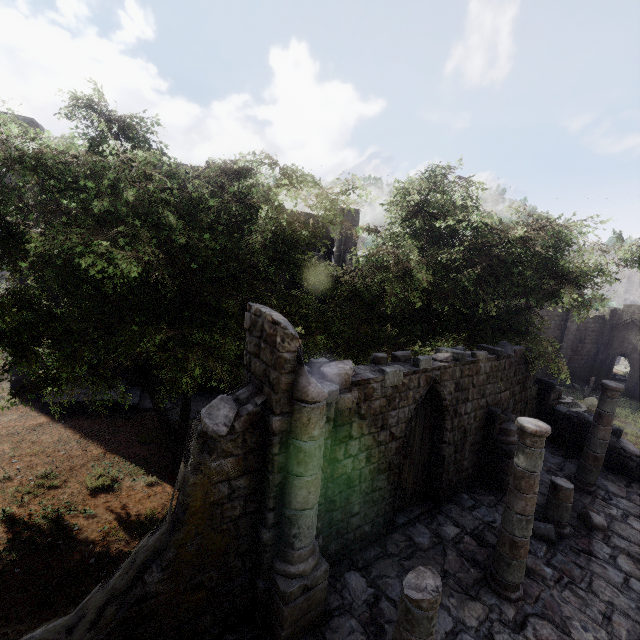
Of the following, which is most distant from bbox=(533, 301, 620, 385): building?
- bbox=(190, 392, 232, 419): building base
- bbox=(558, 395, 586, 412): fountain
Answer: bbox=(558, 395, 586, 412): fountain

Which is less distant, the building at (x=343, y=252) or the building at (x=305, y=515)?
the building at (x=305, y=515)

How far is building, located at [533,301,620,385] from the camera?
34.9m

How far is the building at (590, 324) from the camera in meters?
34.9 m

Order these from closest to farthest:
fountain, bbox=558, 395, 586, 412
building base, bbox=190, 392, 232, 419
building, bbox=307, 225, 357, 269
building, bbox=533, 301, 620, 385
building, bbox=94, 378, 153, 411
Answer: building, bbox=94, 378, 153, 411 → building base, bbox=190, 392, 232, 419 → fountain, bbox=558, 395, 586, 412 → building, bbox=307, 225, 357, 269 → building, bbox=533, 301, 620, 385

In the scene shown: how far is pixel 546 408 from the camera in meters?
14.3

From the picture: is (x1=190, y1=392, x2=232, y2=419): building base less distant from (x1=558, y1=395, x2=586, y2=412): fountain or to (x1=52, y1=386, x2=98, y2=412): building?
(x1=52, y1=386, x2=98, y2=412): building
